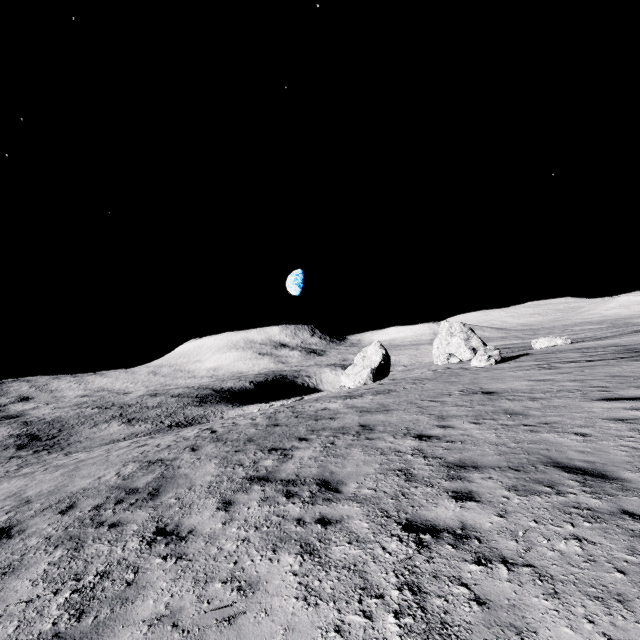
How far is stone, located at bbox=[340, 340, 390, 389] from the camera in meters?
40.4

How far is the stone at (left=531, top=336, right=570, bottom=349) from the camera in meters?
33.0 m

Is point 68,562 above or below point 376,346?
below

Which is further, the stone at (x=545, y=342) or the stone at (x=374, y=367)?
the stone at (x=374, y=367)

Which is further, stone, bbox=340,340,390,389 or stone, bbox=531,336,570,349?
stone, bbox=340,340,390,389

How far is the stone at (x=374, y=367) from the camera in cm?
4041
